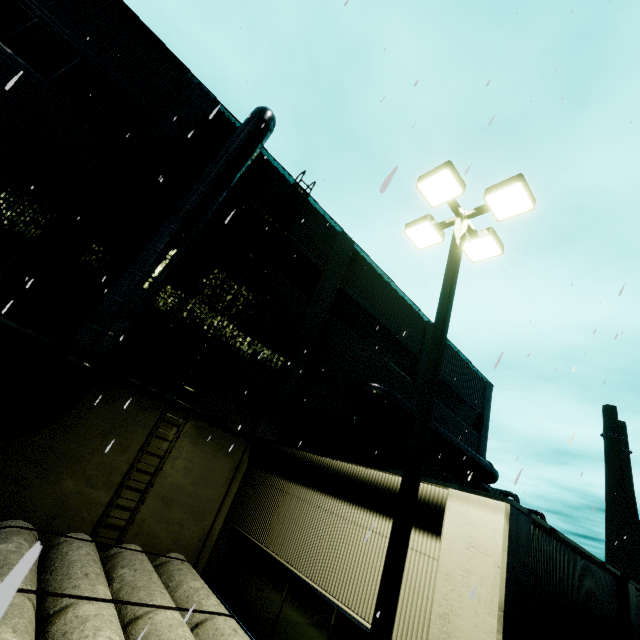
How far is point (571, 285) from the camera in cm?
1030

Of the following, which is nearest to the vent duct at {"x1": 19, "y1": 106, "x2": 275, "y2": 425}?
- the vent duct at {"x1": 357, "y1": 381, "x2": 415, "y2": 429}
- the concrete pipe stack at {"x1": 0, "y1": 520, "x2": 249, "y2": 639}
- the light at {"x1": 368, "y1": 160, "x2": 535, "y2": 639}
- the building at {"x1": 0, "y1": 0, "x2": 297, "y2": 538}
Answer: the building at {"x1": 0, "y1": 0, "x2": 297, "y2": 538}

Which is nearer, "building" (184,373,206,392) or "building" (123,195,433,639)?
"building" (123,195,433,639)

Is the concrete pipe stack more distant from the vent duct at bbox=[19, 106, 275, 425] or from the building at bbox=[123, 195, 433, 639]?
the vent duct at bbox=[19, 106, 275, 425]

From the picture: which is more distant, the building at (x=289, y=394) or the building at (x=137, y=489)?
the building at (x=137, y=489)

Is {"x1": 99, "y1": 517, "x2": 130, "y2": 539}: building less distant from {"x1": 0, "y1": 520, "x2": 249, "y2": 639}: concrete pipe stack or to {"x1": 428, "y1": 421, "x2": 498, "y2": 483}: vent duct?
{"x1": 428, "y1": 421, "x2": 498, "y2": 483}: vent duct

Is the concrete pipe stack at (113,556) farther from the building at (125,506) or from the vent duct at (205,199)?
the vent duct at (205,199)

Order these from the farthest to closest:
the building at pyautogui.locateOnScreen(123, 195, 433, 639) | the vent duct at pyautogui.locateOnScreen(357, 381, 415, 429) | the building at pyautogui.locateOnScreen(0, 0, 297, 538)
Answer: the vent duct at pyautogui.locateOnScreen(357, 381, 415, 429)
the building at pyautogui.locateOnScreen(0, 0, 297, 538)
the building at pyautogui.locateOnScreen(123, 195, 433, 639)
